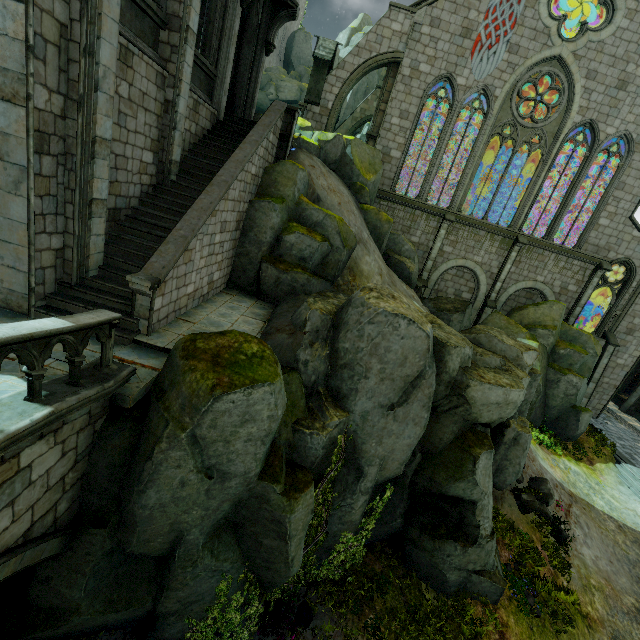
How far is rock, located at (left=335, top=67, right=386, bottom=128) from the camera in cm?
3534

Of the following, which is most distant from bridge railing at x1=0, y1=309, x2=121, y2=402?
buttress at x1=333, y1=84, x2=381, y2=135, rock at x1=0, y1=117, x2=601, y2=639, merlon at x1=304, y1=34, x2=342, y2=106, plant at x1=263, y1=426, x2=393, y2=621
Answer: buttress at x1=333, y1=84, x2=381, y2=135

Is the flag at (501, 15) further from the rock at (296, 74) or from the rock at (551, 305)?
the rock at (551, 305)

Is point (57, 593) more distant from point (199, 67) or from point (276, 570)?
point (199, 67)

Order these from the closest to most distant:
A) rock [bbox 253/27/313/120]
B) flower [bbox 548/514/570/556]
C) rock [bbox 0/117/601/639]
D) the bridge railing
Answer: the bridge railing, rock [bbox 0/117/601/639], flower [bbox 548/514/570/556], rock [bbox 253/27/313/120]

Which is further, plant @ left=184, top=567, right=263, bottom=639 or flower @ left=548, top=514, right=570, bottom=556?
flower @ left=548, top=514, right=570, bottom=556

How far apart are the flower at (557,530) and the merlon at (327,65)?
24.03m

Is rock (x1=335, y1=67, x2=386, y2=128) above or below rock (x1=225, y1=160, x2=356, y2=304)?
above
